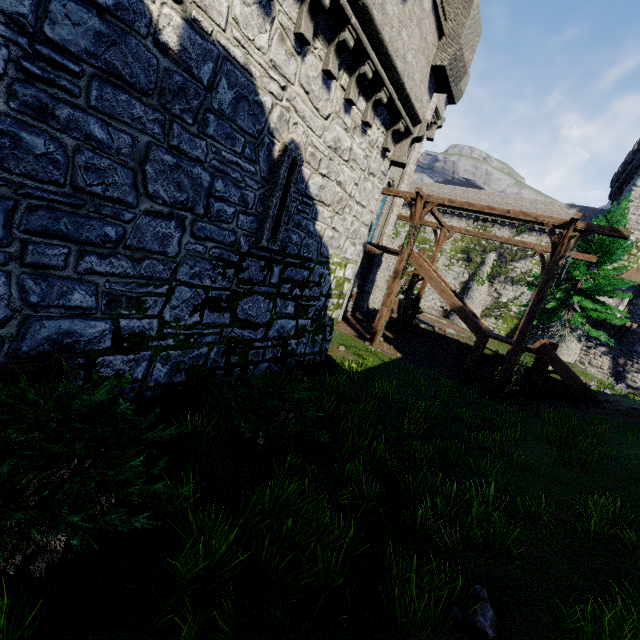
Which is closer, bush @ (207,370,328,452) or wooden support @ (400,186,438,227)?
bush @ (207,370,328,452)

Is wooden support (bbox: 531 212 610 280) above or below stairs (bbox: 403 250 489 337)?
above

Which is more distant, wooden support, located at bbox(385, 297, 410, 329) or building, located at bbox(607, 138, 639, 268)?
building, located at bbox(607, 138, 639, 268)

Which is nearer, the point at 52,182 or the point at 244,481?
the point at 52,182

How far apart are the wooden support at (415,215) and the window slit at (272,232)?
9.0 meters

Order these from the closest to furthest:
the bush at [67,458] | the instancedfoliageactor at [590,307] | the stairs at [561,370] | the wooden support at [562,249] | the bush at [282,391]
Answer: the bush at [67,458], the bush at [282,391], the wooden support at [562,249], the stairs at [561,370], the instancedfoliageactor at [590,307]

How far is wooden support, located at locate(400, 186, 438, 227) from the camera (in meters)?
14.90
